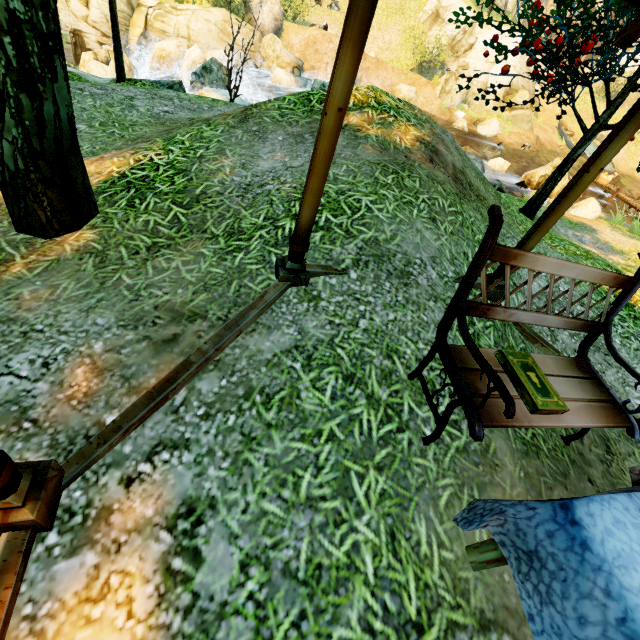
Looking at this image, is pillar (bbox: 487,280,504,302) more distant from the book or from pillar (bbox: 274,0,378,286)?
pillar (bbox: 274,0,378,286)

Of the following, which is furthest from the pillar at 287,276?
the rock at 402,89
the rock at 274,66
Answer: the rock at 402,89

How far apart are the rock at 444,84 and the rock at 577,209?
12.5m

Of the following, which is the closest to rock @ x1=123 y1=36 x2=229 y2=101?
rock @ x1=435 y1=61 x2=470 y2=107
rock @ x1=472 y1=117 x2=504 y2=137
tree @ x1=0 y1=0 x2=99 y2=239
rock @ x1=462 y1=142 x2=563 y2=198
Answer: tree @ x1=0 y1=0 x2=99 y2=239

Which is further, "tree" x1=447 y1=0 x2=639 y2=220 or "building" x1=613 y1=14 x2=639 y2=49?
"tree" x1=447 y1=0 x2=639 y2=220

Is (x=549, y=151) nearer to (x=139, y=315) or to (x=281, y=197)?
(x=281, y=197)

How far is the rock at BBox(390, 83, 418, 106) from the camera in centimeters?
2156cm

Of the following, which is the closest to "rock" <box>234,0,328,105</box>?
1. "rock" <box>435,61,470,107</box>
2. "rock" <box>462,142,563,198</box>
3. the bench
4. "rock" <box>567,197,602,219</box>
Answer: "rock" <box>462,142,563,198</box>
